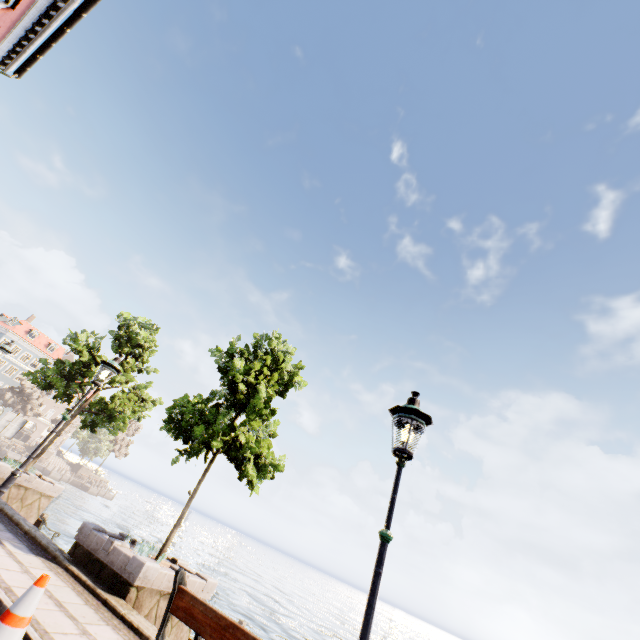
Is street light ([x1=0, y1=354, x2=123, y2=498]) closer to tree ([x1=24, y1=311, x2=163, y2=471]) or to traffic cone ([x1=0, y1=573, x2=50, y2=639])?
traffic cone ([x1=0, y1=573, x2=50, y2=639])

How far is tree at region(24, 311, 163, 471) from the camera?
12.7 meters

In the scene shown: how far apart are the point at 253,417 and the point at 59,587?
4.3 meters

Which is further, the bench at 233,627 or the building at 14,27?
the building at 14,27

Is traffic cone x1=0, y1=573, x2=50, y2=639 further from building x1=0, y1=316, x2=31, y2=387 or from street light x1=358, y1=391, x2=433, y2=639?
building x1=0, y1=316, x2=31, y2=387

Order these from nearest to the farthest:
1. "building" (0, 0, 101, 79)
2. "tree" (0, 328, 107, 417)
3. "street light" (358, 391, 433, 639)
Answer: "street light" (358, 391, 433, 639) → "building" (0, 0, 101, 79) → "tree" (0, 328, 107, 417)

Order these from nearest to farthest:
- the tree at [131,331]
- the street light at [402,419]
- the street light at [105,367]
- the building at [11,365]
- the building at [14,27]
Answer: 1. the street light at [402,419]
2. the street light at [105,367]
3. the building at [14,27]
4. the tree at [131,331]
5. the building at [11,365]

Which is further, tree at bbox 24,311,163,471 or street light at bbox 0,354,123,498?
tree at bbox 24,311,163,471
